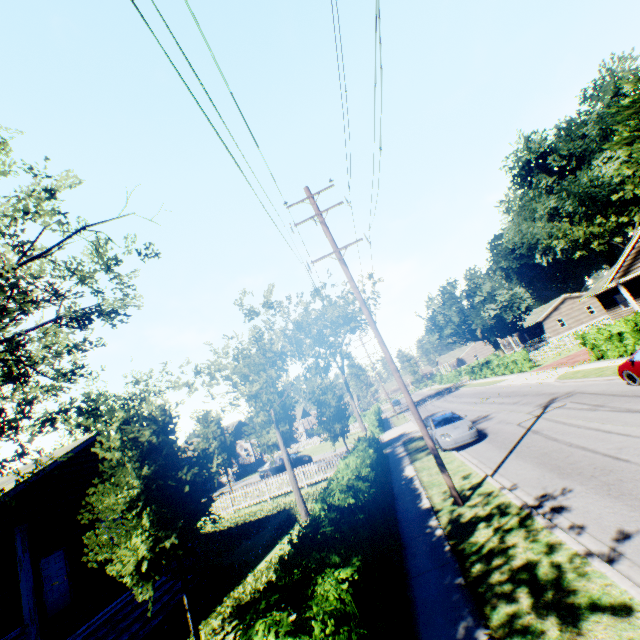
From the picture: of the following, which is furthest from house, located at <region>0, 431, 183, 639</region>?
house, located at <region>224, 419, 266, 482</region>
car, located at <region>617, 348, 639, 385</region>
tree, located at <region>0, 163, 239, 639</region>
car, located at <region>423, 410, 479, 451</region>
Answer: car, located at <region>617, 348, 639, 385</region>

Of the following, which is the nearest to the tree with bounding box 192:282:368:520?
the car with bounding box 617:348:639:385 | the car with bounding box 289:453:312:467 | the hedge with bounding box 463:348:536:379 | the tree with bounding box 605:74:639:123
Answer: the hedge with bounding box 463:348:536:379

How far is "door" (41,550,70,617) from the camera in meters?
13.4

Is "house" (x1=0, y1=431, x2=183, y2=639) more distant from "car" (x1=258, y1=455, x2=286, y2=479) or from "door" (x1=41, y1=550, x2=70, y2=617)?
"car" (x1=258, y1=455, x2=286, y2=479)

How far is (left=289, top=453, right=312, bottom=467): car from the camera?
28.5m

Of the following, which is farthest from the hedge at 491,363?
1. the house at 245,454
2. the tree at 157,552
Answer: the house at 245,454

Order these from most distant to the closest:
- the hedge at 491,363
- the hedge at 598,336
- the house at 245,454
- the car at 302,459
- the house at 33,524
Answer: the house at 245,454 → the hedge at 491,363 → the car at 302,459 → the hedge at 598,336 → the house at 33,524

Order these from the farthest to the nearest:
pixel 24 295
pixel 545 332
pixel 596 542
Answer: pixel 545 332 → pixel 596 542 → pixel 24 295
